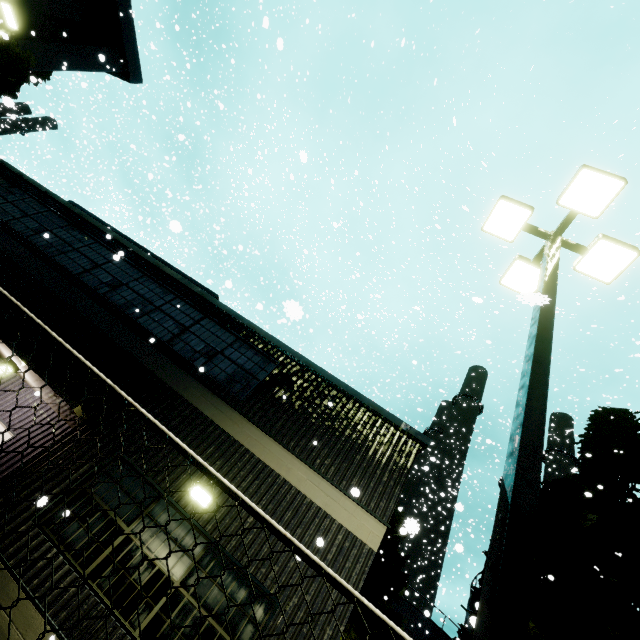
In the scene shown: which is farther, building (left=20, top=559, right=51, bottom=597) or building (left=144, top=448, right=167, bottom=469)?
building (left=144, top=448, right=167, bottom=469)

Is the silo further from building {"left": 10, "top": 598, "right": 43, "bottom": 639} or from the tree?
the tree

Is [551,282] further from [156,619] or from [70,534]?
[70,534]

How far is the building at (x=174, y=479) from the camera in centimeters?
593cm

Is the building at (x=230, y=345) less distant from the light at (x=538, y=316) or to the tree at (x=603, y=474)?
the light at (x=538, y=316)
